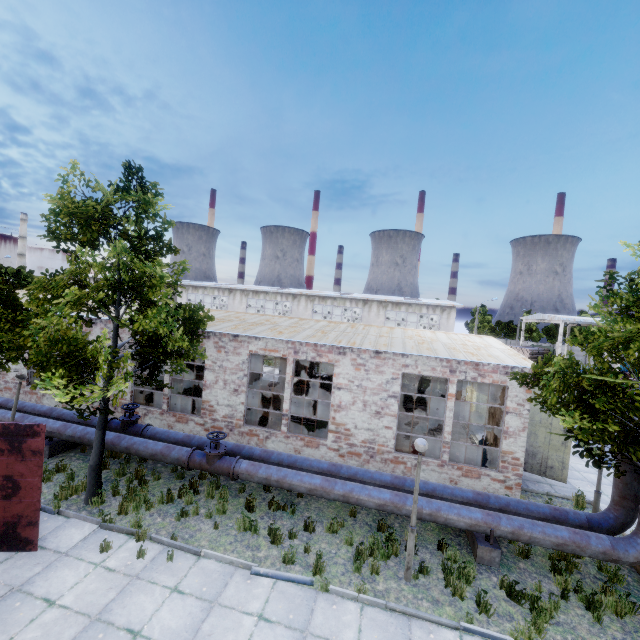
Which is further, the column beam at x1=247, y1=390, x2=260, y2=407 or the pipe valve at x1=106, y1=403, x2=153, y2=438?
the column beam at x1=247, y1=390, x2=260, y2=407

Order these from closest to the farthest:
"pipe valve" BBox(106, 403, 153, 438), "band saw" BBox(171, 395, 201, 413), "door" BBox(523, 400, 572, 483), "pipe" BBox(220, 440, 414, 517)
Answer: "pipe" BBox(220, 440, 414, 517)
"pipe valve" BBox(106, 403, 153, 438)
"door" BBox(523, 400, 572, 483)
"band saw" BBox(171, 395, 201, 413)

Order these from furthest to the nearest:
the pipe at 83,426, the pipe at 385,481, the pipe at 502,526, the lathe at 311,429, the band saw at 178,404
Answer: the band saw at 178,404
the lathe at 311,429
the pipe at 83,426
the pipe at 385,481
the pipe at 502,526

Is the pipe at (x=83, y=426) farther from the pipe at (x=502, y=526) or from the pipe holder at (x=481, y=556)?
the pipe holder at (x=481, y=556)

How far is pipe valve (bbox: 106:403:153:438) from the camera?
12.1m

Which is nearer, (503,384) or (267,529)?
(267,529)

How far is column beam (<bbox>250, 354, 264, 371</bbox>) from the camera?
16.6m

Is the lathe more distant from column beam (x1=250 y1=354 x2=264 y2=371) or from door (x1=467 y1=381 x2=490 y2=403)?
door (x1=467 y1=381 x2=490 y2=403)
